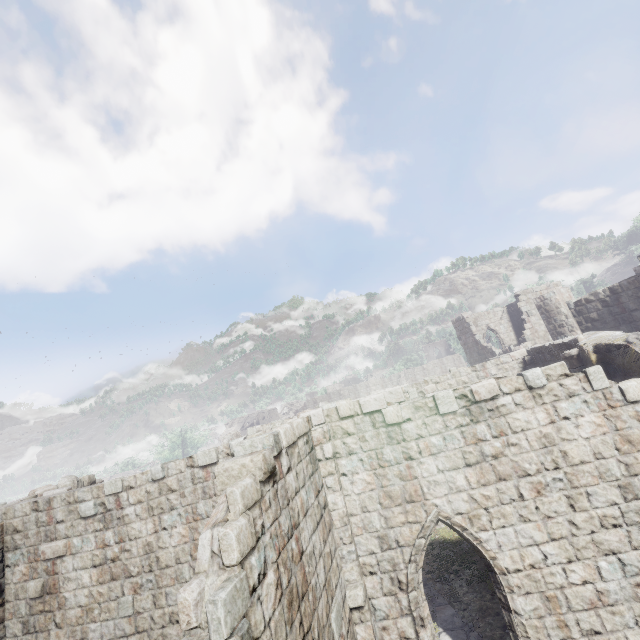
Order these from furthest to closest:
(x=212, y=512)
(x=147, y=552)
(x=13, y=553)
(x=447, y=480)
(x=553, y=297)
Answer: (x=553, y=297), (x=13, y=553), (x=147, y=552), (x=447, y=480), (x=212, y=512)
